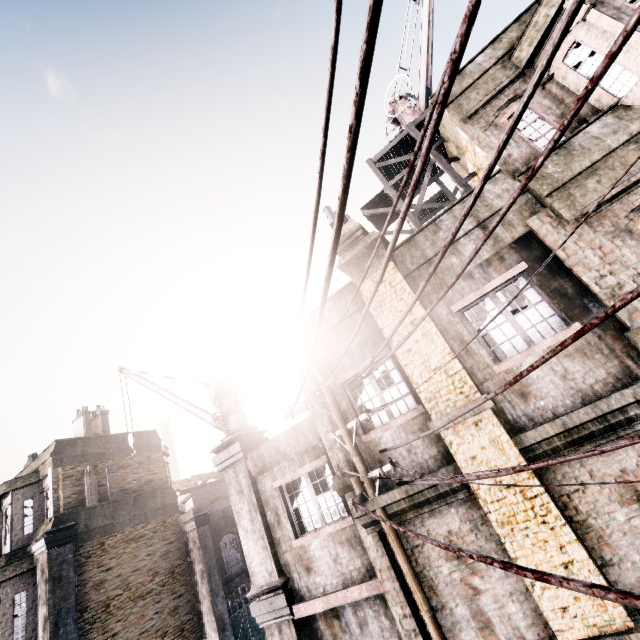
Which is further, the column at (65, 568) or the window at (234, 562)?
the window at (234, 562)

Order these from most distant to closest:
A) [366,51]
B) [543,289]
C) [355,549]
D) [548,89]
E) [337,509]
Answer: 1. [337,509]
2. [355,549]
3. [548,89]
4. [543,289]
5. [366,51]

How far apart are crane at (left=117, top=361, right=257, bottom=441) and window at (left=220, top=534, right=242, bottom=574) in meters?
10.8

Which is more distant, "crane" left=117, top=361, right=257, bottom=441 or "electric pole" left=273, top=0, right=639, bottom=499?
"crane" left=117, top=361, right=257, bottom=441

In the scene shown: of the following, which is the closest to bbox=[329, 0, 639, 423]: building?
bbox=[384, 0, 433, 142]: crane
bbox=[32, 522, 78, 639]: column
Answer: bbox=[384, 0, 433, 142]: crane

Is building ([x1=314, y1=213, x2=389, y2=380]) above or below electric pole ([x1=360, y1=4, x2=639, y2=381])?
above

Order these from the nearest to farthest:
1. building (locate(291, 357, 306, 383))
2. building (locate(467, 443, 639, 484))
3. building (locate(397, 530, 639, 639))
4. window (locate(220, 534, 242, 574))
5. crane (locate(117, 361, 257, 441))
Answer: building (locate(397, 530, 639, 639)), building (locate(467, 443, 639, 484)), building (locate(291, 357, 306, 383)), crane (locate(117, 361, 257, 441)), window (locate(220, 534, 242, 574))

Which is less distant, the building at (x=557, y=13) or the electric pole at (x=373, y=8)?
the electric pole at (x=373, y=8)
